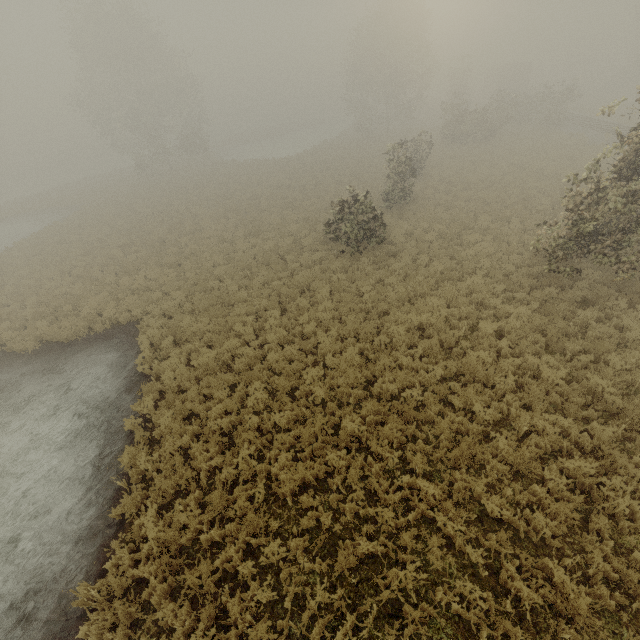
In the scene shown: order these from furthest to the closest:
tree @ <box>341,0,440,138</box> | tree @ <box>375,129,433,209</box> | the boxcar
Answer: the boxcar → tree @ <box>341,0,440,138</box> → tree @ <box>375,129,433,209</box>

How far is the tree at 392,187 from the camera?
18.20m

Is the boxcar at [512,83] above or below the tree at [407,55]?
below

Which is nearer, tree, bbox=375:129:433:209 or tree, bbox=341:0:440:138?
tree, bbox=375:129:433:209

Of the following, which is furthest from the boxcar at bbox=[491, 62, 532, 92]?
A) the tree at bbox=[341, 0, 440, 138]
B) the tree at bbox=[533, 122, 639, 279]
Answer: the tree at bbox=[341, 0, 440, 138]

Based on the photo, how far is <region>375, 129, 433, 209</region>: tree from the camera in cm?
1820

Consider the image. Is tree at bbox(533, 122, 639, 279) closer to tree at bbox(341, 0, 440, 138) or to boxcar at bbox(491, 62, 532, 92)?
tree at bbox(341, 0, 440, 138)

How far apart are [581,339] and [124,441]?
14.09m
